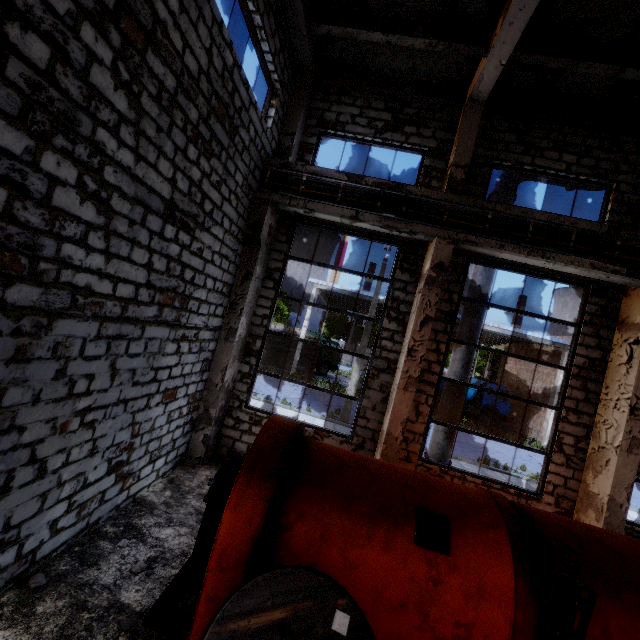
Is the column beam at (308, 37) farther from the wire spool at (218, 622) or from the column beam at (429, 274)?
the wire spool at (218, 622)

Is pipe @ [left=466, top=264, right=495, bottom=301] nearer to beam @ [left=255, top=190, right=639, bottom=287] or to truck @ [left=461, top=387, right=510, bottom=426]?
beam @ [left=255, top=190, right=639, bottom=287]

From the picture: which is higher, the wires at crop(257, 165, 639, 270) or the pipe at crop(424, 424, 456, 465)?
the wires at crop(257, 165, 639, 270)

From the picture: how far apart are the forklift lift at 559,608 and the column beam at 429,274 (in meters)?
4.17

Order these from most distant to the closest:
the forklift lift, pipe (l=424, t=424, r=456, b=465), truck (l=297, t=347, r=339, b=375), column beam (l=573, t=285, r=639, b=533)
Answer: truck (l=297, t=347, r=339, b=375), pipe (l=424, t=424, r=456, b=465), column beam (l=573, t=285, r=639, b=533), the forklift lift

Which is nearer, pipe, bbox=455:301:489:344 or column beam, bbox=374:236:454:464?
column beam, bbox=374:236:454:464

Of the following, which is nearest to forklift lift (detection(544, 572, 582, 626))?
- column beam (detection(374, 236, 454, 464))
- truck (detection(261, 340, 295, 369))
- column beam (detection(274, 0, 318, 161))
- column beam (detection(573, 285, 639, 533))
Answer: column beam (detection(374, 236, 454, 464))

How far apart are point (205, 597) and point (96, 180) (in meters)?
4.69
